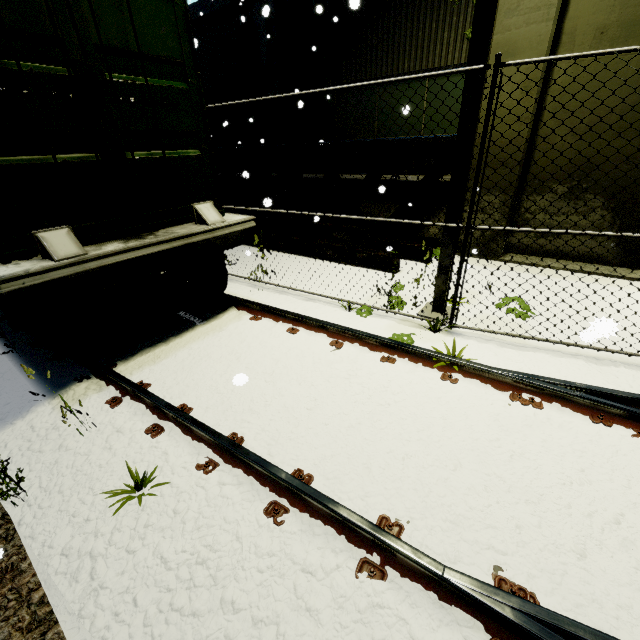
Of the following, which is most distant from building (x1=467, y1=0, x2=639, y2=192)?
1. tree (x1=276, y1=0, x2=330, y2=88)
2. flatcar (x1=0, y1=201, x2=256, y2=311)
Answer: flatcar (x1=0, y1=201, x2=256, y2=311)

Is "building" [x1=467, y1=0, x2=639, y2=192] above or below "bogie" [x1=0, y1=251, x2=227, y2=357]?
above

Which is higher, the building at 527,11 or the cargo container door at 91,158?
the building at 527,11

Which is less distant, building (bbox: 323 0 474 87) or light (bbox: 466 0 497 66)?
light (bbox: 466 0 497 66)

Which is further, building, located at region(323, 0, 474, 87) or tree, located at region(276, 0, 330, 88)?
tree, located at region(276, 0, 330, 88)

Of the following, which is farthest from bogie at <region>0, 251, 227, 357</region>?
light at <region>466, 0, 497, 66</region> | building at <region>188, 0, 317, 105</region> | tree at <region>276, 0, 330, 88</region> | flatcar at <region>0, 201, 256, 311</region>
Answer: tree at <region>276, 0, 330, 88</region>

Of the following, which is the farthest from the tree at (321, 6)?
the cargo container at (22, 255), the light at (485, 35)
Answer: the light at (485, 35)

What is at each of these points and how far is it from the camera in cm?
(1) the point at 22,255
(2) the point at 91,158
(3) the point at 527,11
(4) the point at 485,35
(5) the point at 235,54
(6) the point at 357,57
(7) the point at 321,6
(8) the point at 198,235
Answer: (1) cargo container, 301
(2) cargo container door, 330
(3) building, 546
(4) light, 346
(5) building, 1173
(6) building, 934
(7) tree, 539
(8) flatcar, 397
